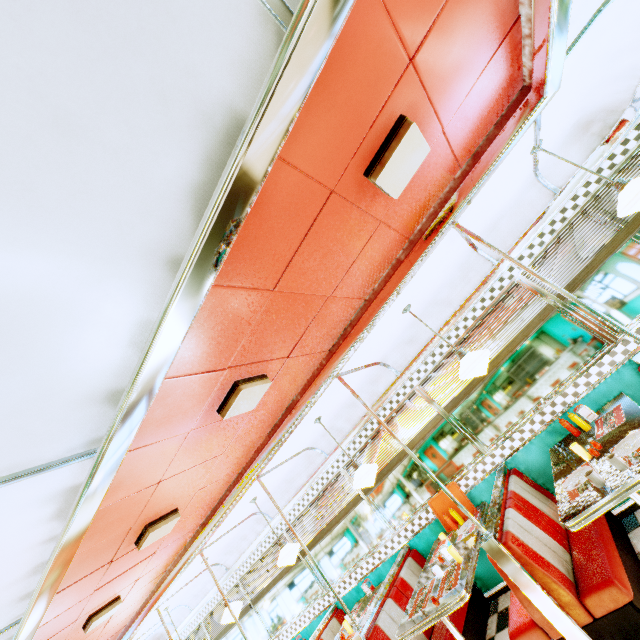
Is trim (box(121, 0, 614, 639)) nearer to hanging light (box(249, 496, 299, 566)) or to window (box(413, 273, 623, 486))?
window (box(413, 273, 623, 486))

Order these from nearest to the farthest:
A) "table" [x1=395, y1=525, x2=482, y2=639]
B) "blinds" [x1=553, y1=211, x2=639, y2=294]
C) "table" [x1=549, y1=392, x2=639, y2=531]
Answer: "table" [x1=549, y1=392, x2=639, y2=531], "table" [x1=395, y1=525, x2=482, y2=639], "blinds" [x1=553, y1=211, x2=639, y2=294]

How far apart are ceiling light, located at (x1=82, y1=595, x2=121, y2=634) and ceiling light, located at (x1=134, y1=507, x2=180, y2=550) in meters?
1.6 m

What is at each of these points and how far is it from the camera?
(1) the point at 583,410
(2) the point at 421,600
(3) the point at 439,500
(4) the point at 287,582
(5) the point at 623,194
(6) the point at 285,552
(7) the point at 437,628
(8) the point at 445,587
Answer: (1) napkin holder, 3.54m
(2) placemat, 3.41m
(3) food tray, 4.54m
(4) window, 6.21m
(5) hanging light, 2.70m
(6) hanging light, 4.73m
(7) seat, 3.74m
(8) placemat, 3.20m

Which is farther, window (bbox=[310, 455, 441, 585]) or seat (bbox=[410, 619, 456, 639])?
window (bbox=[310, 455, 441, 585])

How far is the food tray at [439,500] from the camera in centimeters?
435cm

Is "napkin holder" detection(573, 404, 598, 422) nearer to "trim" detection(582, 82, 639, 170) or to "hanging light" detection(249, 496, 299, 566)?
"trim" detection(582, 82, 639, 170)

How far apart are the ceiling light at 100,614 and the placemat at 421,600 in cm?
364
